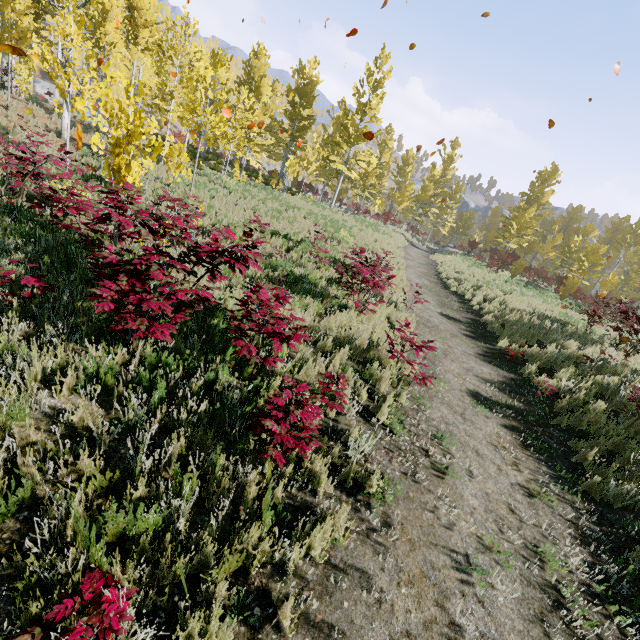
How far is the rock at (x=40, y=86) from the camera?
30.8 meters

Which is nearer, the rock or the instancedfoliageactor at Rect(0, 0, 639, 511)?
the instancedfoliageactor at Rect(0, 0, 639, 511)

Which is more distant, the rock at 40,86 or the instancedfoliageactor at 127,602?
the rock at 40,86

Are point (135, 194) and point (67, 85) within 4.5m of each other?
no

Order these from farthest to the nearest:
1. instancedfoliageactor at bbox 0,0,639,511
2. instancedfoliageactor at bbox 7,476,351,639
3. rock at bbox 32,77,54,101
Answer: rock at bbox 32,77,54,101
instancedfoliageactor at bbox 0,0,639,511
instancedfoliageactor at bbox 7,476,351,639

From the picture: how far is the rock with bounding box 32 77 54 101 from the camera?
30.8 meters

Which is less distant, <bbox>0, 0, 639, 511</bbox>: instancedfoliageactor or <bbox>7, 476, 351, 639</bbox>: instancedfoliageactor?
<bbox>7, 476, 351, 639</bbox>: instancedfoliageactor
